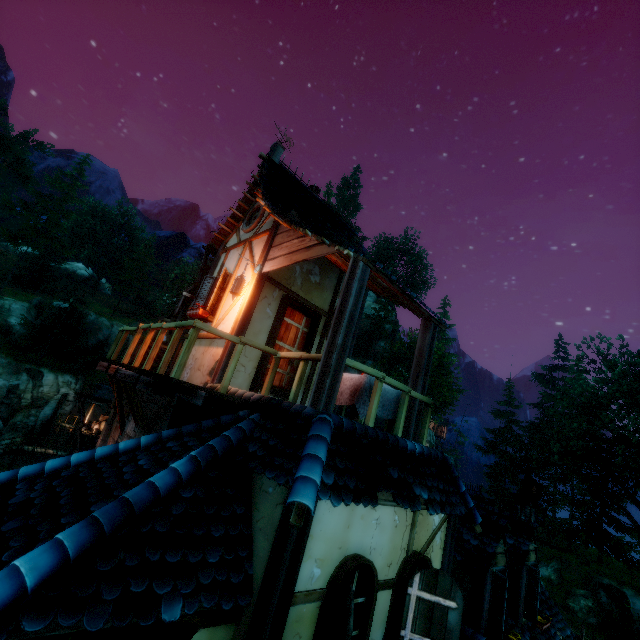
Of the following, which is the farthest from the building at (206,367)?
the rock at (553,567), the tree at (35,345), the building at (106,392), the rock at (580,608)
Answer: the building at (106,392)

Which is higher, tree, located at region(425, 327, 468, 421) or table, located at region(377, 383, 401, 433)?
tree, located at region(425, 327, 468, 421)

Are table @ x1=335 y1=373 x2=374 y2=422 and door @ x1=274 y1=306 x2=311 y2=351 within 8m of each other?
yes

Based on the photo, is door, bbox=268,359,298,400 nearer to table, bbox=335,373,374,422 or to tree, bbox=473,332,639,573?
table, bbox=335,373,374,422

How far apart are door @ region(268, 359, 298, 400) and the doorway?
0.0 meters

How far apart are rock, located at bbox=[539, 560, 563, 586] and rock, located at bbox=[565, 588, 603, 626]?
0.5m

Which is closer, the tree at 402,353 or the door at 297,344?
the door at 297,344

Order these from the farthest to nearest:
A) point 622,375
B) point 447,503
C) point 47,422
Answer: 1. point 47,422
2. point 622,375
3. point 447,503
